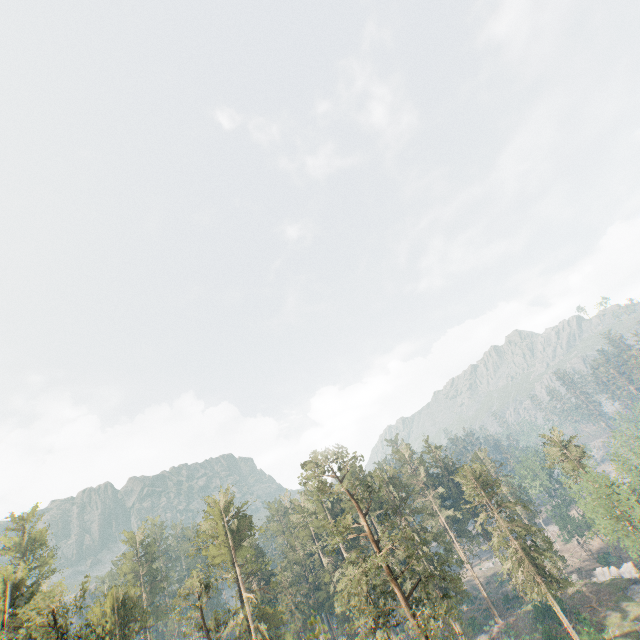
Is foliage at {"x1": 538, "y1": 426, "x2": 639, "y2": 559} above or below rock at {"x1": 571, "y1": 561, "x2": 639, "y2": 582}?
above

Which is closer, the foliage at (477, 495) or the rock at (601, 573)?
the foliage at (477, 495)

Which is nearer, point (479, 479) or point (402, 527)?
point (479, 479)

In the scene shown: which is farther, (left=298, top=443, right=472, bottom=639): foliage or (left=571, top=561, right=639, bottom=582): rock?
(left=571, top=561, right=639, bottom=582): rock

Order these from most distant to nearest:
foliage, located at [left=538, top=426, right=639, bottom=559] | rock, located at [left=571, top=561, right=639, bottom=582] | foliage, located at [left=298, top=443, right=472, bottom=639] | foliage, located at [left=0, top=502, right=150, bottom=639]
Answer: rock, located at [left=571, top=561, right=639, bottom=582] < foliage, located at [left=538, top=426, right=639, bottom=559] < foliage, located at [left=298, top=443, right=472, bottom=639] < foliage, located at [left=0, top=502, right=150, bottom=639]

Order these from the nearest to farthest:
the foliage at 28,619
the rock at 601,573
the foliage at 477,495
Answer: the foliage at 28,619 → the foliage at 477,495 → the rock at 601,573
